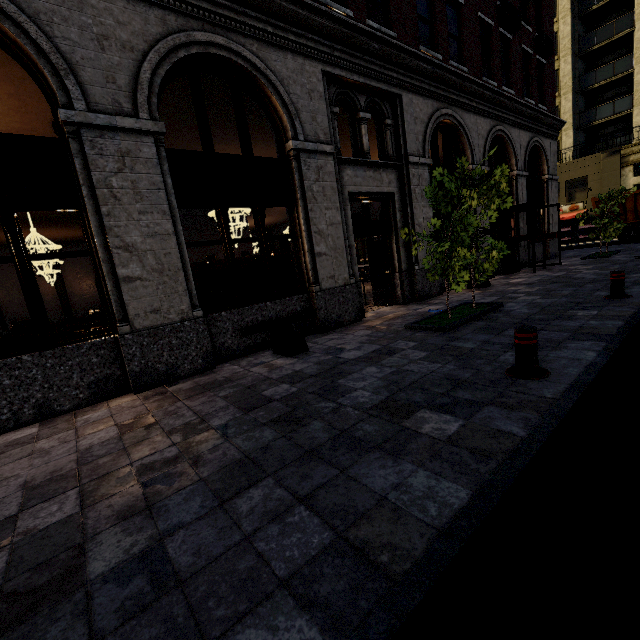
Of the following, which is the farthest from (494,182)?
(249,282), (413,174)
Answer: (249,282)

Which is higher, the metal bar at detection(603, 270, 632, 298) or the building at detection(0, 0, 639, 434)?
the building at detection(0, 0, 639, 434)

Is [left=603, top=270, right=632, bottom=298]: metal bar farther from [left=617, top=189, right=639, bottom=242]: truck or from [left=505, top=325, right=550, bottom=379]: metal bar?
[left=617, top=189, right=639, bottom=242]: truck

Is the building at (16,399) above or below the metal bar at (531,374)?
above

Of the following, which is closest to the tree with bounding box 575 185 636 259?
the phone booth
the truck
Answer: the phone booth

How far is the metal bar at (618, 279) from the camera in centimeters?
663cm

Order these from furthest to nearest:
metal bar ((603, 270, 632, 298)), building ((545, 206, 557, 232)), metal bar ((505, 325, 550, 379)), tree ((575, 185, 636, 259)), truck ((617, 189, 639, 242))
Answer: truck ((617, 189, 639, 242)) → building ((545, 206, 557, 232)) → tree ((575, 185, 636, 259)) → metal bar ((603, 270, 632, 298)) → metal bar ((505, 325, 550, 379))

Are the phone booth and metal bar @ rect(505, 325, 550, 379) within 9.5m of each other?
no
